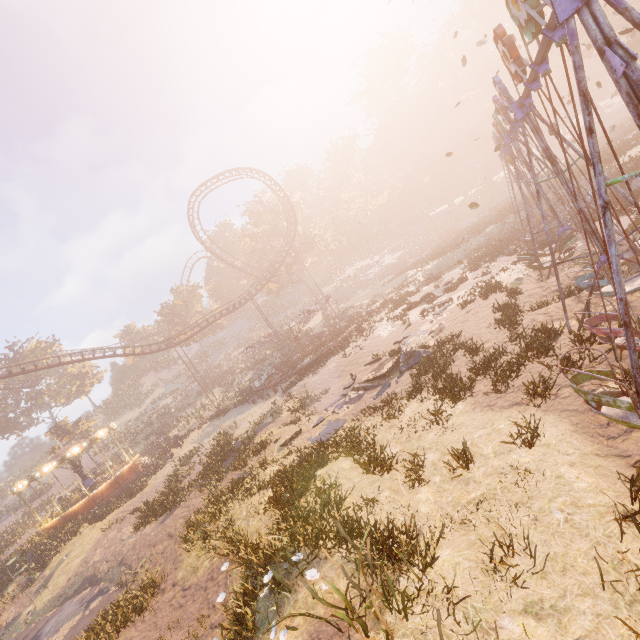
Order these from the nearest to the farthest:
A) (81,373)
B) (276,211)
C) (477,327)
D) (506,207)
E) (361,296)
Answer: (477,327) < (506,207) < (276,211) < (361,296) < (81,373)

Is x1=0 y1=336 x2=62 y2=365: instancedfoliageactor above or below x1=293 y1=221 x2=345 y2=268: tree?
above

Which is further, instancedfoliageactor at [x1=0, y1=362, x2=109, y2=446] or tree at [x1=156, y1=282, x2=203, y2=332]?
tree at [x1=156, y1=282, x2=203, y2=332]

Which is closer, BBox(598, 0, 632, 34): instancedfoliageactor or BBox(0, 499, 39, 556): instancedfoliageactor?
BBox(0, 499, 39, 556): instancedfoliageactor

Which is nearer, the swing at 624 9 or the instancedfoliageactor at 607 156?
the swing at 624 9

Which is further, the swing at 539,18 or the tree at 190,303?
the tree at 190,303

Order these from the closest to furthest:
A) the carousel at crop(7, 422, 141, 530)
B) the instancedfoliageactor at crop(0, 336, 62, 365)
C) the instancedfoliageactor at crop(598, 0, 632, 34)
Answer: the carousel at crop(7, 422, 141, 530) → the instancedfoliageactor at crop(598, 0, 632, 34) → the instancedfoliageactor at crop(0, 336, 62, 365)

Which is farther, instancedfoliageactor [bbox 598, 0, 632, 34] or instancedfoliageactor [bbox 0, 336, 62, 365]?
instancedfoliageactor [bbox 0, 336, 62, 365]
